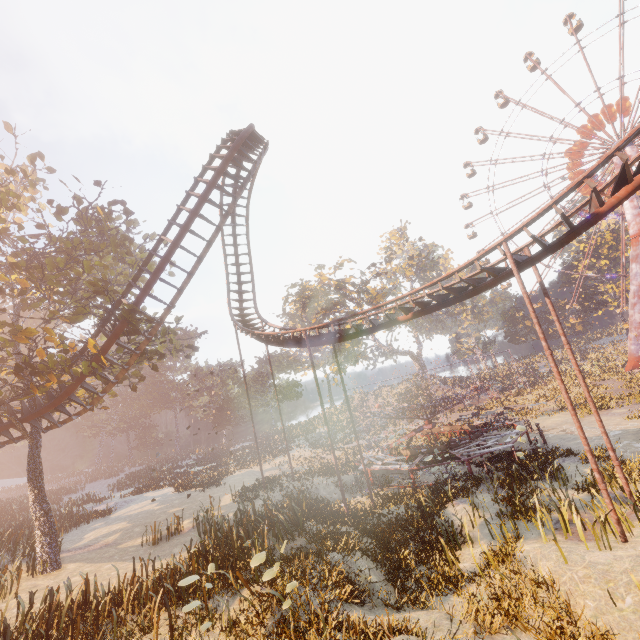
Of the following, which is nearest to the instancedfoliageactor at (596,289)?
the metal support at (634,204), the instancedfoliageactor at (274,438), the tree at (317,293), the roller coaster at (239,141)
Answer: the metal support at (634,204)

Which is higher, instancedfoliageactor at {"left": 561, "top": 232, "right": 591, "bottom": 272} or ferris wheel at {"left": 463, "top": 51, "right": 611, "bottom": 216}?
ferris wheel at {"left": 463, "top": 51, "right": 611, "bottom": 216}

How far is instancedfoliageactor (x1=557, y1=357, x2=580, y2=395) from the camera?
34.3m

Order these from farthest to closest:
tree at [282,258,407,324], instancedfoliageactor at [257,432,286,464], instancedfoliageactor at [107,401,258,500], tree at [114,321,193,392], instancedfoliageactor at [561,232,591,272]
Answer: instancedfoliageactor at [561,232,591,272], tree at [282,258,407,324], instancedfoliageactor at [257,432,286,464], instancedfoliageactor at [107,401,258,500], tree at [114,321,193,392]

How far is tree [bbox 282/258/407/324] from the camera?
48.5m

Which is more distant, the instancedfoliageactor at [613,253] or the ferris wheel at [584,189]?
the instancedfoliageactor at [613,253]

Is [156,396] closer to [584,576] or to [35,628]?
[35,628]

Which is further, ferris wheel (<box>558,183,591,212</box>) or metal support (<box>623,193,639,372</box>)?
ferris wheel (<box>558,183,591,212</box>)
